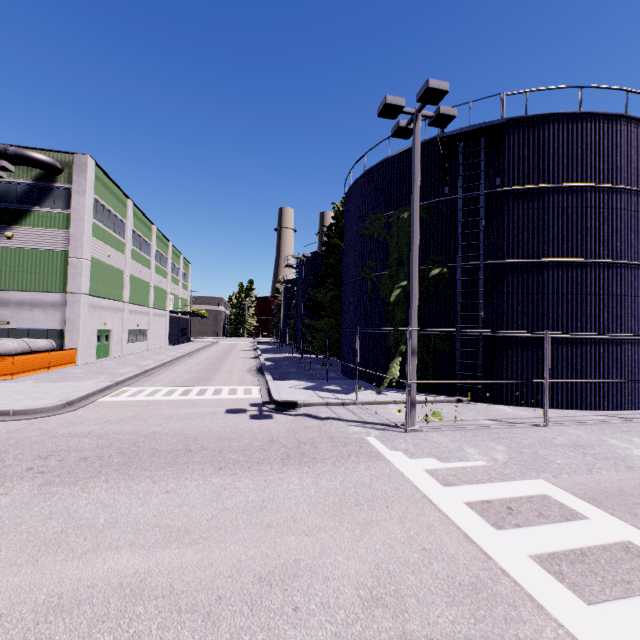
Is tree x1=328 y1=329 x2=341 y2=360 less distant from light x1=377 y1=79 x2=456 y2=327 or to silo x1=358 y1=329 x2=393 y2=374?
silo x1=358 y1=329 x2=393 y2=374

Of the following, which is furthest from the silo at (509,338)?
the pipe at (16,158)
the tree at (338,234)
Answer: the pipe at (16,158)

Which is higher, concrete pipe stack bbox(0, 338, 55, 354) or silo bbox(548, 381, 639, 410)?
concrete pipe stack bbox(0, 338, 55, 354)

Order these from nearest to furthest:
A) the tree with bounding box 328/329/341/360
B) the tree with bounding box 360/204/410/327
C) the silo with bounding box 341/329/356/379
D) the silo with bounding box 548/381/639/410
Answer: the silo with bounding box 548/381/639/410 → the tree with bounding box 360/204/410/327 → the silo with bounding box 341/329/356/379 → the tree with bounding box 328/329/341/360

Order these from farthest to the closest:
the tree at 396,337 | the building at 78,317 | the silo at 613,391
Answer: the building at 78,317 < the tree at 396,337 < the silo at 613,391

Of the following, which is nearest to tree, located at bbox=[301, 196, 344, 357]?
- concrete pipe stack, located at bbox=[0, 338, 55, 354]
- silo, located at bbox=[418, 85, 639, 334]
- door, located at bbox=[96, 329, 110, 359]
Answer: silo, located at bbox=[418, 85, 639, 334]

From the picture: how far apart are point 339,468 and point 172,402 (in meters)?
8.63

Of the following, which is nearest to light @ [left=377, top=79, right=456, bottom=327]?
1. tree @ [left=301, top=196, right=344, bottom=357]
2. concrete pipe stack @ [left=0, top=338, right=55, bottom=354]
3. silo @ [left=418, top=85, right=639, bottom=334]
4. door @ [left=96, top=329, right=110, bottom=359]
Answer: tree @ [left=301, top=196, right=344, bottom=357]
